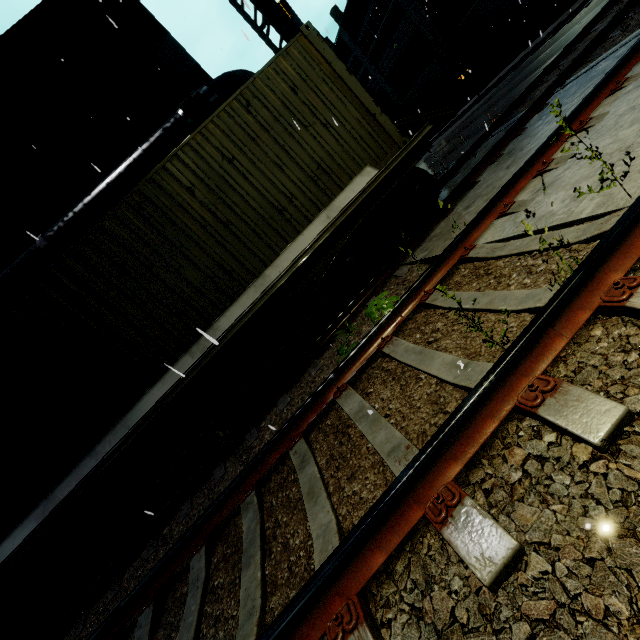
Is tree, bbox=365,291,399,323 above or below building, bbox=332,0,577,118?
below

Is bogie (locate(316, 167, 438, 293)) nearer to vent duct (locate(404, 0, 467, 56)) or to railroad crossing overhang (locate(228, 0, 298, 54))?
railroad crossing overhang (locate(228, 0, 298, 54))

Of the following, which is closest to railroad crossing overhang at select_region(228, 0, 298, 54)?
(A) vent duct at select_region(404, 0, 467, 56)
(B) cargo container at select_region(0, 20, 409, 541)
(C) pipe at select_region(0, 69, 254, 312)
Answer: (C) pipe at select_region(0, 69, 254, 312)

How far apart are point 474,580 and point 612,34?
10.6m

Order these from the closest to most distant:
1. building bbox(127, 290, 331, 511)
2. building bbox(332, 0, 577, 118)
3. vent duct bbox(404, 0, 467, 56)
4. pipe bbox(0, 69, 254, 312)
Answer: A: pipe bbox(0, 69, 254, 312) → building bbox(127, 290, 331, 511) → building bbox(332, 0, 577, 118) → vent duct bbox(404, 0, 467, 56)

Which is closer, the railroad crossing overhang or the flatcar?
the flatcar

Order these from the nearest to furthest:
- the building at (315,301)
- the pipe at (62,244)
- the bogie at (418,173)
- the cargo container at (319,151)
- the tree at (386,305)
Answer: the tree at (386,305), the cargo container at (319,151), the bogie at (418,173), the pipe at (62,244), the building at (315,301)

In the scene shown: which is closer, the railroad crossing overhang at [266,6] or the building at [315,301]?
the railroad crossing overhang at [266,6]
